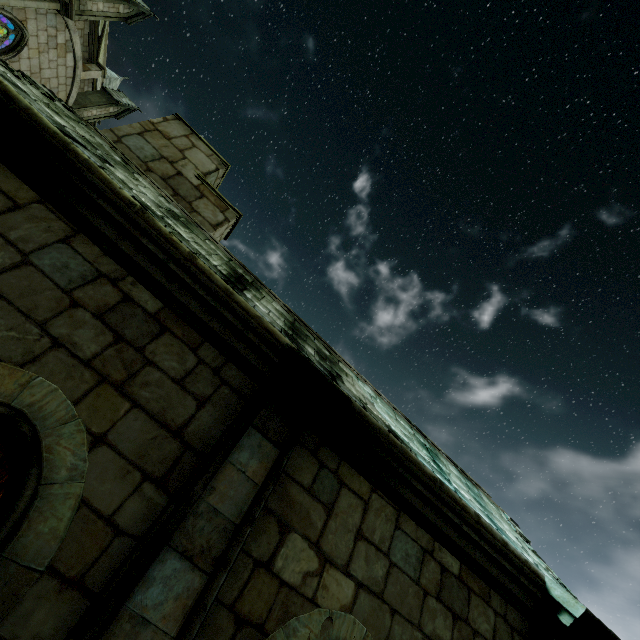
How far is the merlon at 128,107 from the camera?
19.7m

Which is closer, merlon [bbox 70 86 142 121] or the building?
the building

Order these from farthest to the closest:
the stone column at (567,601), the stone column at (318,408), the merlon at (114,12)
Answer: the merlon at (114,12) < the stone column at (567,601) < the stone column at (318,408)

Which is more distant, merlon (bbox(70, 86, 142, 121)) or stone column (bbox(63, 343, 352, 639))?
merlon (bbox(70, 86, 142, 121))

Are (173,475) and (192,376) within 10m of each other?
yes

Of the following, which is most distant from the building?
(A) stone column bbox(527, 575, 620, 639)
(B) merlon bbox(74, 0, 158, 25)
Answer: (A) stone column bbox(527, 575, 620, 639)

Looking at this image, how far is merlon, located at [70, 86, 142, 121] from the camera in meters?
19.7 m

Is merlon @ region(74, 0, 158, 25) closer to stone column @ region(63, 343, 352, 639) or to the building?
the building
